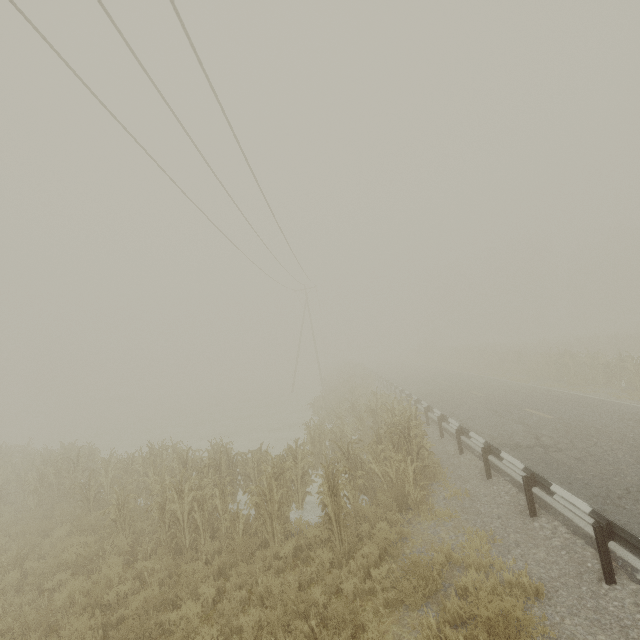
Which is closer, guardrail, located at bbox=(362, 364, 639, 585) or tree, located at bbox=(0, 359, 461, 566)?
guardrail, located at bbox=(362, 364, 639, 585)

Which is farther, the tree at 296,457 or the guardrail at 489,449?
the tree at 296,457

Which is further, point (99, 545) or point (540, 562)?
point (99, 545)
